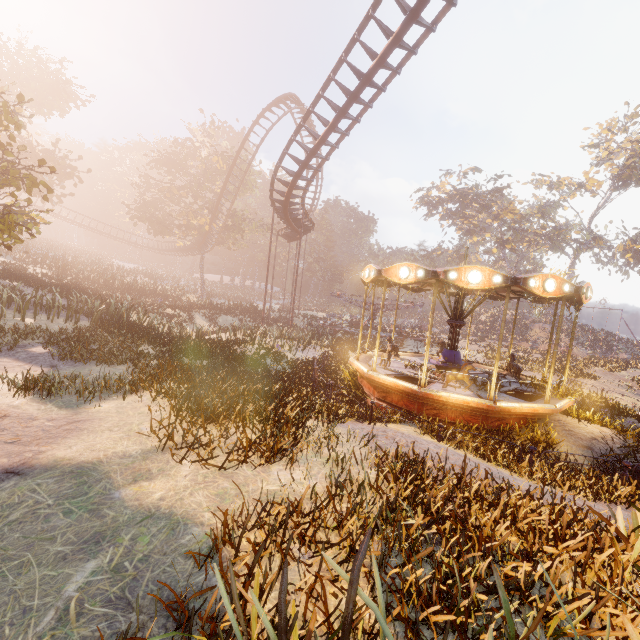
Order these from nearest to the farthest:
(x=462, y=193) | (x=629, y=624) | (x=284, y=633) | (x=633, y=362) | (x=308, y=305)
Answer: (x=284, y=633) < (x=629, y=624) < (x=633, y=362) < (x=462, y=193) < (x=308, y=305)

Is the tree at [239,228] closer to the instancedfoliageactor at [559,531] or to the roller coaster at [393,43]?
the roller coaster at [393,43]

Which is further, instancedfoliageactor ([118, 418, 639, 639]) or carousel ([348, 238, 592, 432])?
carousel ([348, 238, 592, 432])

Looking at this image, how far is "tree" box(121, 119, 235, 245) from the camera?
35.3m

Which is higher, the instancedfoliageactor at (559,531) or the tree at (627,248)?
the tree at (627,248)

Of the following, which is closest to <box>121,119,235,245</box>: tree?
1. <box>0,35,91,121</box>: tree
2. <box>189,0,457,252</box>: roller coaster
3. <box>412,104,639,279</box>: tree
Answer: <box>189,0,457,252</box>: roller coaster

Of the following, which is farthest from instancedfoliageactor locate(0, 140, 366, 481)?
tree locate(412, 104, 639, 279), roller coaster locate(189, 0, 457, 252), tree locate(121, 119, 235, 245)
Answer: tree locate(412, 104, 639, 279)

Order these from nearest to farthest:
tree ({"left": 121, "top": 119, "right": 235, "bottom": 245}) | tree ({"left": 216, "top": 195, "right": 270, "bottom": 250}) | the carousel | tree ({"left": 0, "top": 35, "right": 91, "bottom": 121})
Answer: the carousel, tree ({"left": 0, "top": 35, "right": 91, "bottom": 121}), tree ({"left": 121, "top": 119, "right": 235, "bottom": 245}), tree ({"left": 216, "top": 195, "right": 270, "bottom": 250})
